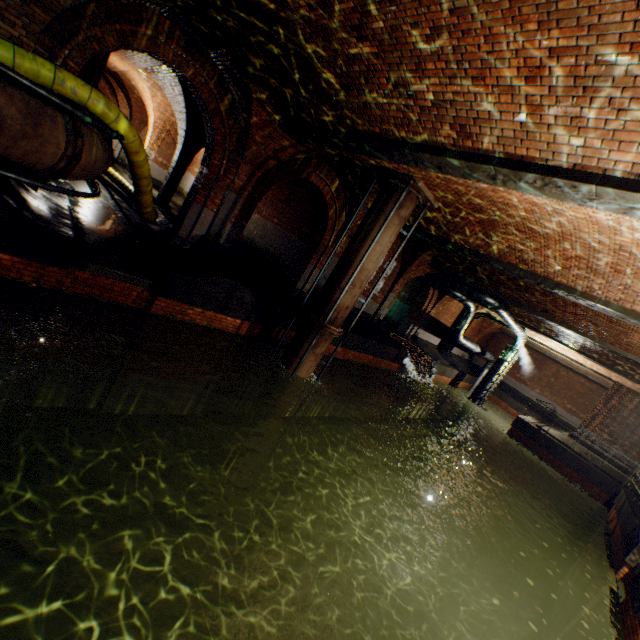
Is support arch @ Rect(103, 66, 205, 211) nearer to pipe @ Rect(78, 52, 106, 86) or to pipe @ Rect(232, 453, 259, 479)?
pipe @ Rect(78, 52, 106, 86)

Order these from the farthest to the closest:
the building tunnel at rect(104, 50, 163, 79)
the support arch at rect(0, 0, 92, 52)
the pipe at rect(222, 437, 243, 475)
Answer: the building tunnel at rect(104, 50, 163, 79), the pipe at rect(222, 437, 243, 475), the support arch at rect(0, 0, 92, 52)

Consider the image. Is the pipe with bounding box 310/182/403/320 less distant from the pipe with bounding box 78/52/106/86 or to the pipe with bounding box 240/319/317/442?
the pipe with bounding box 240/319/317/442

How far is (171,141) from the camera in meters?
25.2

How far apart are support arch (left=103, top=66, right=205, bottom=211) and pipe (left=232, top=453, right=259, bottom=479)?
14.1 meters

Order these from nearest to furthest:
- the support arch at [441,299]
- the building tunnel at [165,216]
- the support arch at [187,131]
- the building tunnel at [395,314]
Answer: the building tunnel at [165,216]
the support arch at [187,131]
the support arch at [441,299]
the building tunnel at [395,314]

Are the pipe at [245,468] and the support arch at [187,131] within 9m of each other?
no

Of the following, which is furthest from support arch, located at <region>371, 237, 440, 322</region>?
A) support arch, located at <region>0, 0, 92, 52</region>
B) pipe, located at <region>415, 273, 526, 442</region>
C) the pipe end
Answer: support arch, located at <region>0, 0, 92, 52</region>
